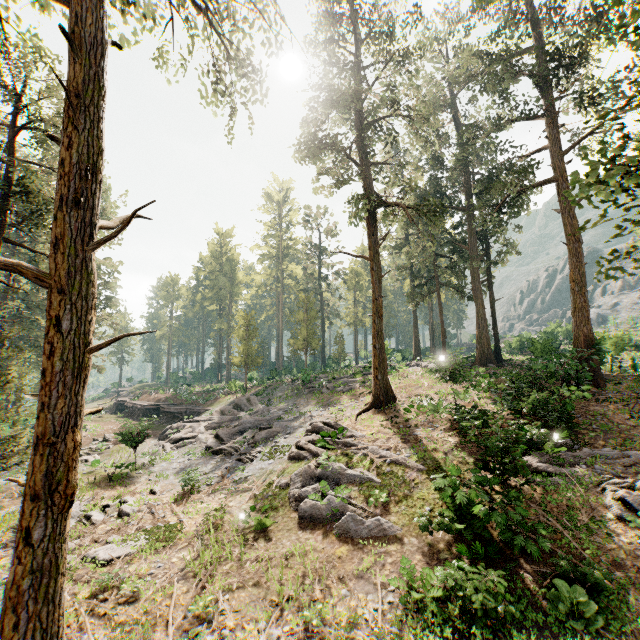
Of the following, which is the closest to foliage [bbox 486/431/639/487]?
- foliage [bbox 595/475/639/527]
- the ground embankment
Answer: the ground embankment

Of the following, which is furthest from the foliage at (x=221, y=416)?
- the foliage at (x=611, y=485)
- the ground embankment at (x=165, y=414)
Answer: the foliage at (x=611, y=485)

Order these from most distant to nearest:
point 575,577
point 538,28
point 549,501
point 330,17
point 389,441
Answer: point 330,17 → point 538,28 → point 389,441 → point 549,501 → point 575,577

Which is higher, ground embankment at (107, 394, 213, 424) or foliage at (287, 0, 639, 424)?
foliage at (287, 0, 639, 424)

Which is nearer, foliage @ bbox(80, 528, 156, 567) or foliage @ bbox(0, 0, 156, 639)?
foliage @ bbox(0, 0, 156, 639)

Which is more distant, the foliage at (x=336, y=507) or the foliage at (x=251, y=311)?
the foliage at (x=251, y=311)

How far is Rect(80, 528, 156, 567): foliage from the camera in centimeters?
1051cm
